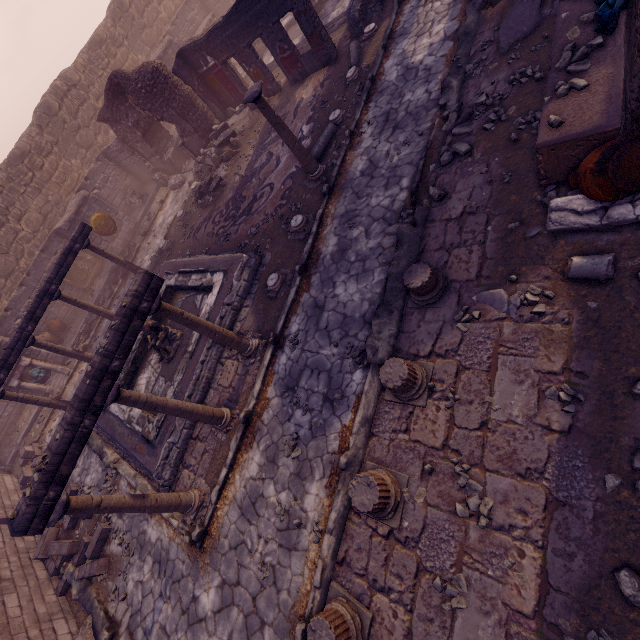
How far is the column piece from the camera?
8.6 meters

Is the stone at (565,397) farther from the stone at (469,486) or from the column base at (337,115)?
the column base at (337,115)

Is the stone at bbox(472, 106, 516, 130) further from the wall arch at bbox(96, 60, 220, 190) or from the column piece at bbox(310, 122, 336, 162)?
the wall arch at bbox(96, 60, 220, 190)

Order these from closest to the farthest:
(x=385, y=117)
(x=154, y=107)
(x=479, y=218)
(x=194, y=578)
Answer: (x=479, y=218), (x=194, y=578), (x=385, y=117), (x=154, y=107)

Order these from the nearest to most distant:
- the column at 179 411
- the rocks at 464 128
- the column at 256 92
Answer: the column at 179 411 → the rocks at 464 128 → the column at 256 92

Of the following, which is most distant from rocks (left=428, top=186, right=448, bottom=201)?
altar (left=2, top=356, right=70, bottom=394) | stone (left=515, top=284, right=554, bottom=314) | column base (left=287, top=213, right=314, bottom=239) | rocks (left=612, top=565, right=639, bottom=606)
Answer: altar (left=2, top=356, right=70, bottom=394)

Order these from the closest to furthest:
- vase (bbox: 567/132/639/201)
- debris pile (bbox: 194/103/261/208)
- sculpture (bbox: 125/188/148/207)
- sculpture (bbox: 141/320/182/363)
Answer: vase (bbox: 567/132/639/201) → sculpture (bbox: 141/320/182/363) → debris pile (bbox: 194/103/261/208) → sculpture (bbox: 125/188/148/207)

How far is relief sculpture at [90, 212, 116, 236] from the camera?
14.2m
